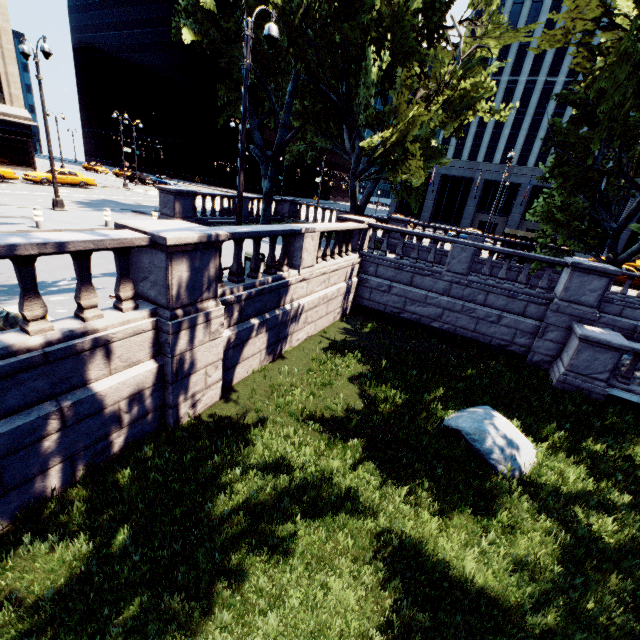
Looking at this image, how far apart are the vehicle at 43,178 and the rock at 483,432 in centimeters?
3567cm

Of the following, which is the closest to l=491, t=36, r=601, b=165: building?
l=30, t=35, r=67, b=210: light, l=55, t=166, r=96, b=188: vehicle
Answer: l=55, t=166, r=96, b=188: vehicle

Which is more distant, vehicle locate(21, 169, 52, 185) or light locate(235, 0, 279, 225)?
vehicle locate(21, 169, 52, 185)

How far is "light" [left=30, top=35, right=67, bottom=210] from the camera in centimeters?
1428cm

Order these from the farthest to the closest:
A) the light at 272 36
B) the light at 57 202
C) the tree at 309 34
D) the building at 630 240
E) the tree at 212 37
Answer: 1. the building at 630 240
2. the tree at 212 37
3. the light at 57 202
4. the tree at 309 34
5. the light at 272 36

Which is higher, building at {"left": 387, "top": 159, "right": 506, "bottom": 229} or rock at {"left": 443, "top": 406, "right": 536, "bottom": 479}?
building at {"left": 387, "top": 159, "right": 506, "bottom": 229}

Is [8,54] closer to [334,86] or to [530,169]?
[334,86]

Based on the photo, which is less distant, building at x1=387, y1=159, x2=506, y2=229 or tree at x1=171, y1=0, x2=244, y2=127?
tree at x1=171, y1=0, x2=244, y2=127
